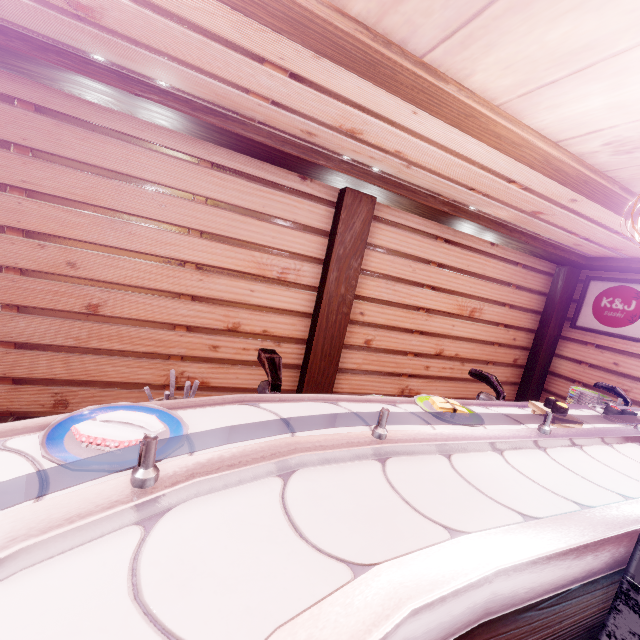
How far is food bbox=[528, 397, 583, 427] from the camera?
2.68m

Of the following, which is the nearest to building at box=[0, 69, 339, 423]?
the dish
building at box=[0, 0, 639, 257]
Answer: building at box=[0, 0, 639, 257]

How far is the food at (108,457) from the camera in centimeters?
109cm

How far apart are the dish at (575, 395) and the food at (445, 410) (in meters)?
3.15

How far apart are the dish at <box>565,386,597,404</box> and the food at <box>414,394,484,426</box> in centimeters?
315cm

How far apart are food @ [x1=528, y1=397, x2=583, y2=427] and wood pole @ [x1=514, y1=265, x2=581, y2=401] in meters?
8.2 m

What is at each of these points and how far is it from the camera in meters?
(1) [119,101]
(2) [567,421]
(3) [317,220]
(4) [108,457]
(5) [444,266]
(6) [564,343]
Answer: (1) wood bar, 4.7
(2) food, 2.7
(3) building, 6.7
(4) food, 1.2
(5) building, 8.2
(6) building, 10.1

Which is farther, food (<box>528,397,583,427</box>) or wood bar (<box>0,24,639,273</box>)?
wood bar (<box>0,24,639,273</box>)
